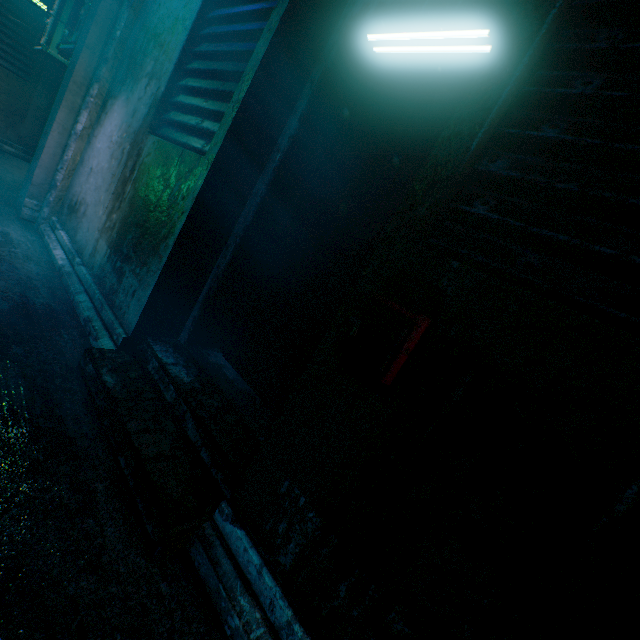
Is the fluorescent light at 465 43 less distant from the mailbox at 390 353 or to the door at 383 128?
the door at 383 128

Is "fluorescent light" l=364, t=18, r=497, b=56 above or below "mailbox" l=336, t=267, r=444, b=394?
above

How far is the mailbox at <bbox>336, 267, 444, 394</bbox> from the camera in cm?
88

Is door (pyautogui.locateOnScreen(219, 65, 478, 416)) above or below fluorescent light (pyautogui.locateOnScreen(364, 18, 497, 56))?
below

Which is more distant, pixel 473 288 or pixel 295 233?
pixel 295 233

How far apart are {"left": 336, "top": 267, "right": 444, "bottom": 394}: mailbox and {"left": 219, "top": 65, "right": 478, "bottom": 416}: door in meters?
0.6

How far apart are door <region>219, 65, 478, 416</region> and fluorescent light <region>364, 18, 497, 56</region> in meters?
0.1 m

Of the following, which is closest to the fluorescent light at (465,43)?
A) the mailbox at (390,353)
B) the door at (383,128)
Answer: the door at (383,128)
